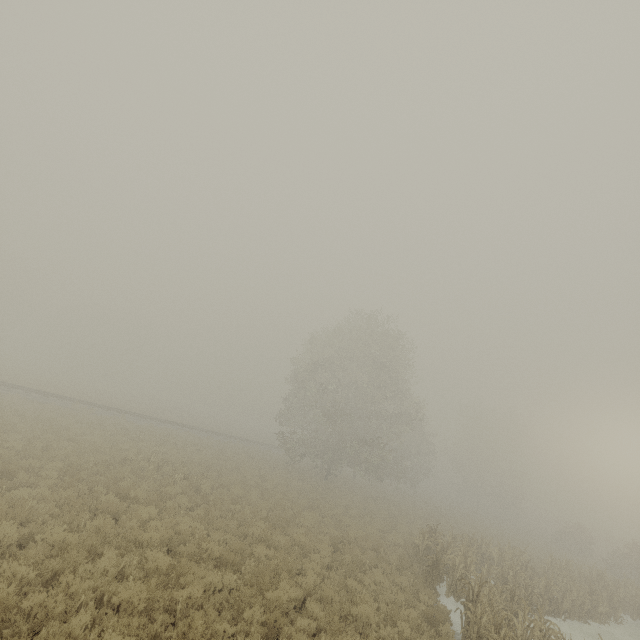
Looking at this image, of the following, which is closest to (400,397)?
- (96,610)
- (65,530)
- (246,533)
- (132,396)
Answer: (246,533)

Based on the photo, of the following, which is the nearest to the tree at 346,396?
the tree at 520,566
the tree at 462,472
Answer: the tree at 520,566

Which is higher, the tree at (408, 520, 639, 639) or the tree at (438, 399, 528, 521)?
the tree at (438, 399, 528, 521)

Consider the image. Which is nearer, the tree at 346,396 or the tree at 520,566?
the tree at 520,566

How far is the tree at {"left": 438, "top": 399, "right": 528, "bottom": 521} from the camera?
50.6m

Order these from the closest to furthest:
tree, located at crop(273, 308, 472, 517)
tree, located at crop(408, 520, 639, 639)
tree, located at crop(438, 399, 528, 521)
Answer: tree, located at crop(408, 520, 639, 639) < tree, located at crop(273, 308, 472, 517) < tree, located at crop(438, 399, 528, 521)

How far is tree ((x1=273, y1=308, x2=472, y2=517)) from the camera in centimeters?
2881cm

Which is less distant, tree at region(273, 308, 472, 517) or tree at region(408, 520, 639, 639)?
tree at region(408, 520, 639, 639)
